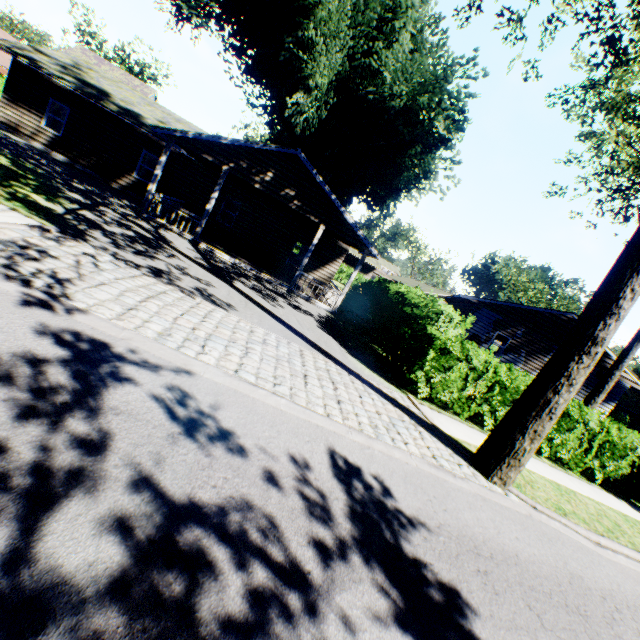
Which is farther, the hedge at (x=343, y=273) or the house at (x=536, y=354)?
the hedge at (x=343, y=273)

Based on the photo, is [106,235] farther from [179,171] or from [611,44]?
[611,44]

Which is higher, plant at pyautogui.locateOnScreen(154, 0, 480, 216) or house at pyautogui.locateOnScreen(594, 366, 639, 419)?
plant at pyautogui.locateOnScreen(154, 0, 480, 216)

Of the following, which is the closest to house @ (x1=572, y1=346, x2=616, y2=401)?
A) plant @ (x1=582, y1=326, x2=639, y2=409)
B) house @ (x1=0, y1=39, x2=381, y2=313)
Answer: plant @ (x1=582, y1=326, x2=639, y2=409)

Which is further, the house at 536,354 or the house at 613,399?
the house at 536,354

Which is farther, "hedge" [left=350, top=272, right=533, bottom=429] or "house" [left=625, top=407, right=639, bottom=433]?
"house" [left=625, top=407, right=639, bottom=433]

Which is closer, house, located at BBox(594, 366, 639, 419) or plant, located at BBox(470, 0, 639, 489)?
plant, located at BBox(470, 0, 639, 489)

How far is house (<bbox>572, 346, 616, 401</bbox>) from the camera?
20.1 meters
